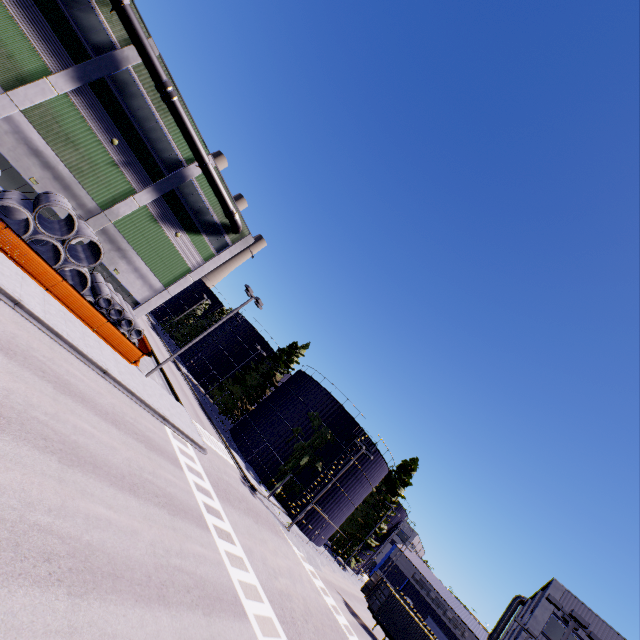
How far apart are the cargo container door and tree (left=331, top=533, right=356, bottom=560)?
15.7 meters

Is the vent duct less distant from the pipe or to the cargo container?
the cargo container

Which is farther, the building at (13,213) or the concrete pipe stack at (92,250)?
the building at (13,213)

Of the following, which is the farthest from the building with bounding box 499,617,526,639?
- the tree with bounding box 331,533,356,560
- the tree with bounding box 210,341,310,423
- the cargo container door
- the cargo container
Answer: the tree with bounding box 331,533,356,560

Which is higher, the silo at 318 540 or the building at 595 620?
the building at 595 620

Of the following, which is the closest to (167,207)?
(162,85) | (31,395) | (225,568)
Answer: (162,85)

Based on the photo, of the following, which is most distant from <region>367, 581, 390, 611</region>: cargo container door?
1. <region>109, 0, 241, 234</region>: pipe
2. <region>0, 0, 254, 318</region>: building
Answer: <region>109, 0, 241, 234</region>: pipe

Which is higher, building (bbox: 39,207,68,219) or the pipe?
the pipe
